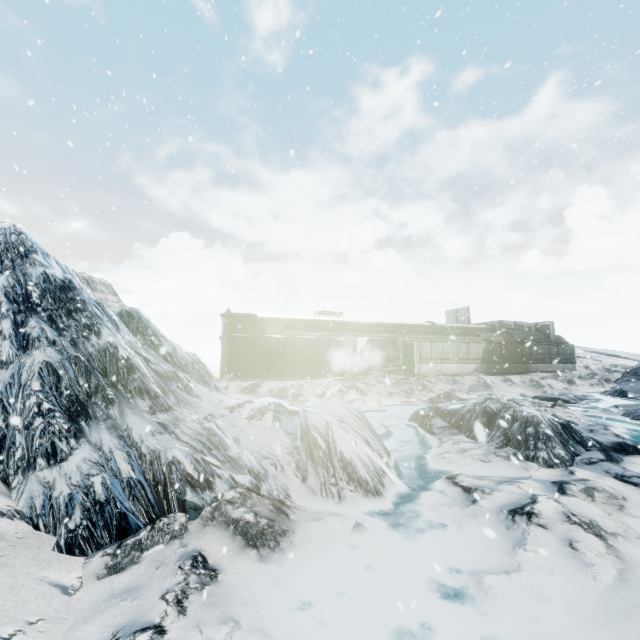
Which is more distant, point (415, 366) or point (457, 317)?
point (457, 317)
